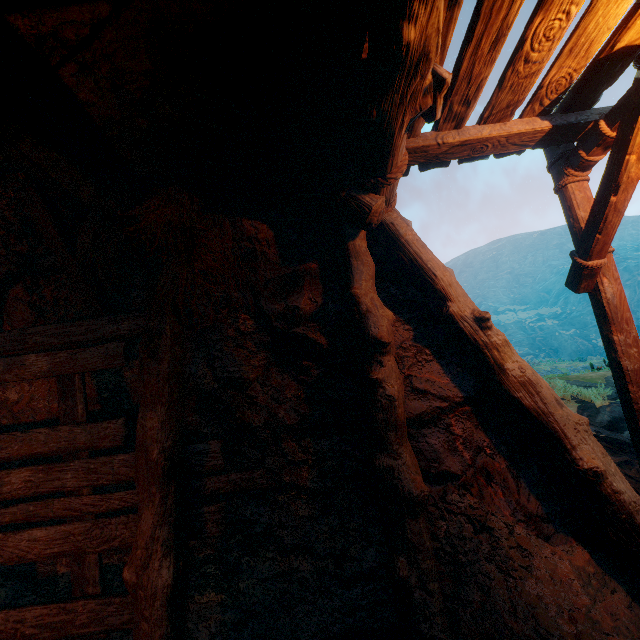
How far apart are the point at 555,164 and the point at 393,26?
3.11m
